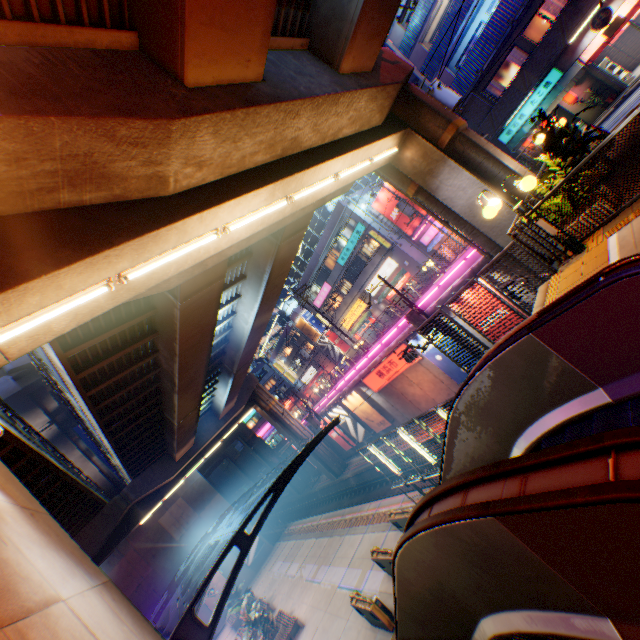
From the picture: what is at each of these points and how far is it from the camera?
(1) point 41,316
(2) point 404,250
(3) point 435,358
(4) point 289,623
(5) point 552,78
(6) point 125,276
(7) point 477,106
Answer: (1) street lamp, 4.94m
(2) building, 31.44m
(3) billboard, 21.36m
(4) bench, 18.86m
(5) sign, 19.41m
(6) street lamp, 5.82m
(7) pylon, 21.41m

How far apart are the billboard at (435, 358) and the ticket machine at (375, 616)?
12.91m

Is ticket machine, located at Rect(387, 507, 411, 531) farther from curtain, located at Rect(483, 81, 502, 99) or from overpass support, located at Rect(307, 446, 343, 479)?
curtain, located at Rect(483, 81, 502, 99)

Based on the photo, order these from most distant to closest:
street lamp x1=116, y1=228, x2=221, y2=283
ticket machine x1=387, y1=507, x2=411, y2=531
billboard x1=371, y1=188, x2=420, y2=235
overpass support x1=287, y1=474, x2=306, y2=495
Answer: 1. overpass support x1=287, y1=474, x2=306, y2=495
2. billboard x1=371, y1=188, x2=420, y2=235
3. ticket machine x1=387, y1=507, x2=411, y2=531
4. street lamp x1=116, y1=228, x2=221, y2=283

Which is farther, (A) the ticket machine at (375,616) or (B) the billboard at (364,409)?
(B) the billboard at (364,409)

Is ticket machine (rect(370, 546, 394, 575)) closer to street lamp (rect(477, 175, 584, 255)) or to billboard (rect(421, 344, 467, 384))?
billboard (rect(421, 344, 467, 384))

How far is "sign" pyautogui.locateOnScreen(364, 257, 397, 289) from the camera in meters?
32.9

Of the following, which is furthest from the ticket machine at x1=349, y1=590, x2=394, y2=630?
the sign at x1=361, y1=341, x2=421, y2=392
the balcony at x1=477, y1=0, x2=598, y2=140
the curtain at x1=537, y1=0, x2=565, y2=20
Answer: the curtain at x1=537, y1=0, x2=565, y2=20
